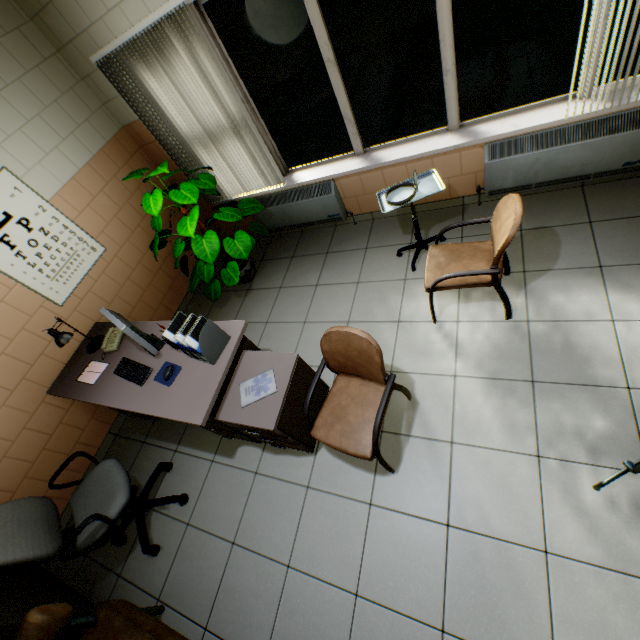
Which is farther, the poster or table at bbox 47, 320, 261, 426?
the poster

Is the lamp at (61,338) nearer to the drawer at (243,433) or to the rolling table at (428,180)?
the drawer at (243,433)

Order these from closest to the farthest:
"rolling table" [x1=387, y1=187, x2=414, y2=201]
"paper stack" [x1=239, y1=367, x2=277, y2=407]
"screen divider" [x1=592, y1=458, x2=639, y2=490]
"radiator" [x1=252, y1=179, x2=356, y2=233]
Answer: "screen divider" [x1=592, y1=458, x2=639, y2=490]
"paper stack" [x1=239, y1=367, x2=277, y2=407]
"rolling table" [x1=387, y1=187, x2=414, y2=201]
"radiator" [x1=252, y1=179, x2=356, y2=233]

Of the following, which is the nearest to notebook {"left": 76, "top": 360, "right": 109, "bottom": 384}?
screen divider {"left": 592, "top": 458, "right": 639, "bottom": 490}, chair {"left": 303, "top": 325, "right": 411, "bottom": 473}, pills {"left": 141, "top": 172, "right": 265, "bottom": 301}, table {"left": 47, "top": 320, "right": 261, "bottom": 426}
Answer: table {"left": 47, "top": 320, "right": 261, "bottom": 426}

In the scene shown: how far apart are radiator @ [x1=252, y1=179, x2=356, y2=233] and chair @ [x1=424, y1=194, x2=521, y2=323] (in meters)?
1.42

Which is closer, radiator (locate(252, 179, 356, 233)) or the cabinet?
the cabinet

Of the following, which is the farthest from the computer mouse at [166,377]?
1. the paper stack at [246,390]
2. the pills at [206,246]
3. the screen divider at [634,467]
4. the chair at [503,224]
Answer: the screen divider at [634,467]

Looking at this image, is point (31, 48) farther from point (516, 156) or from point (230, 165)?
point (516, 156)
